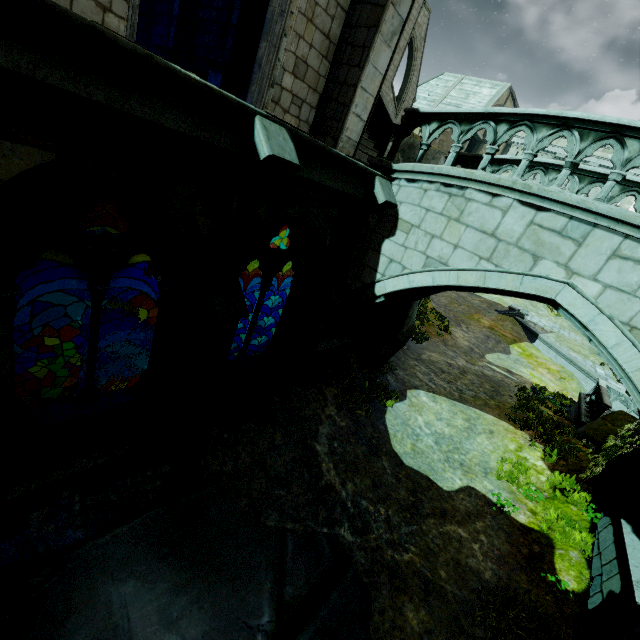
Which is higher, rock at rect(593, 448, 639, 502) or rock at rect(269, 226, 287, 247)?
rock at rect(269, 226, 287, 247)

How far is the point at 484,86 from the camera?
39.25m

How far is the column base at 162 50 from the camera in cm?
1102

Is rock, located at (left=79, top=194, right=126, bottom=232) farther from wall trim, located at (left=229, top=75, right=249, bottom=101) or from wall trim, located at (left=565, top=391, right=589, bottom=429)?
wall trim, located at (left=565, top=391, right=589, bottom=429)

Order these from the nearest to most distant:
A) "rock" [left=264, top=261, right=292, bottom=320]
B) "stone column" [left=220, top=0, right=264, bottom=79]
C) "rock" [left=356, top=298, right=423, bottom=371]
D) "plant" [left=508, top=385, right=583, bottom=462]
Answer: "stone column" [left=220, top=0, right=264, bottom=79] → "plant" [left=508, top=385, right=583, bottom=462] → "rock" [left=356, top=298, right=423, bottom=371] → "rock" [left=264, top=261, right=292, bottom=320]

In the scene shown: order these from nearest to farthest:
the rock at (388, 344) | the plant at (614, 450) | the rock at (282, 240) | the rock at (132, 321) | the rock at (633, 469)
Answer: the rock at (633, 469) < the plant at (614, 450) < the rock at (388, 344) < the rock at (282, 240) < the rock at (132, 321)

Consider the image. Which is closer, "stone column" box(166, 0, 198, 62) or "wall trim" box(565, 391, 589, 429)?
"stone column" box(166, 0, 198, 62)

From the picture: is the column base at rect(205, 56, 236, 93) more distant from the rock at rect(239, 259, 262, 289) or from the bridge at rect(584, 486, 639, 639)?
the bridge at rect(584, 486, 639, 639)
